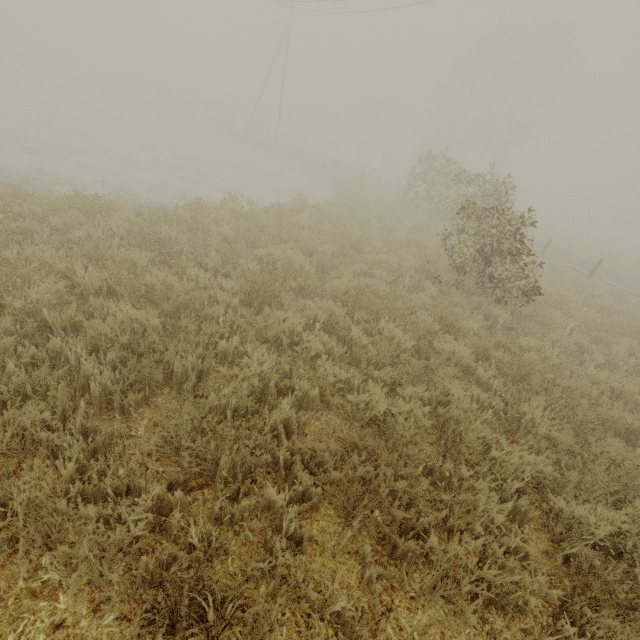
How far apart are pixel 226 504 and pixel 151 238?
5.49m

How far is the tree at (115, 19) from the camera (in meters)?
58.78

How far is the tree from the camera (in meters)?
A: 58.78
